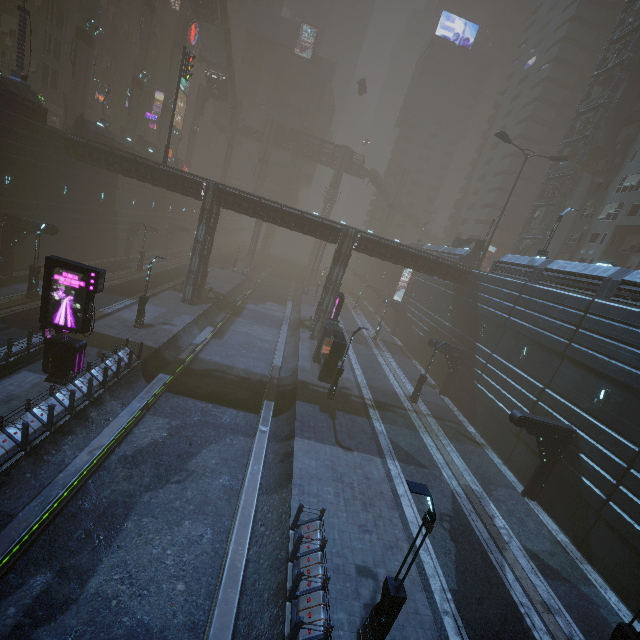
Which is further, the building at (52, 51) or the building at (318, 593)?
the building at (52, 51)

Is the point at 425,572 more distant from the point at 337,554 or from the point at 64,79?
the point at 64,79

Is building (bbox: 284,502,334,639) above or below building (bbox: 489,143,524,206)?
below

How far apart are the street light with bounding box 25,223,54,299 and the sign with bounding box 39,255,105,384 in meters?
10.2 m

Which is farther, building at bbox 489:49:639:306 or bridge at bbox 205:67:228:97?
bridge at bbox 205:67:228:97

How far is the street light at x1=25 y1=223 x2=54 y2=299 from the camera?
22.0 meters
